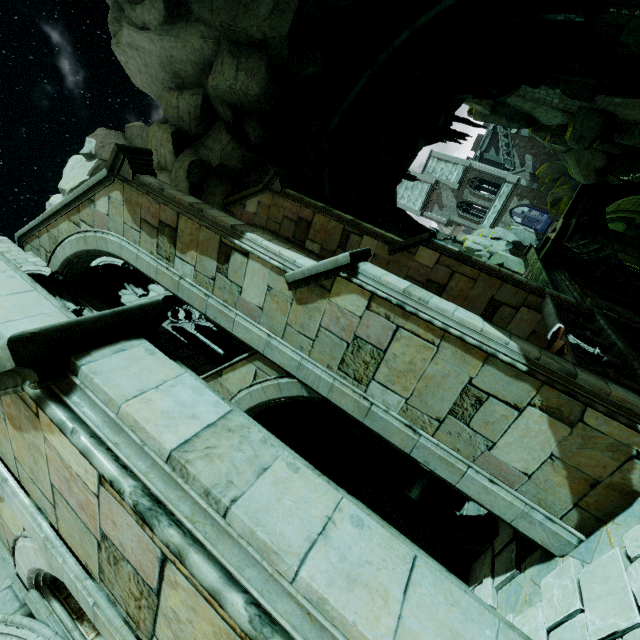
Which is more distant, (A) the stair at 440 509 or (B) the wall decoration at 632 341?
(A) the stair at 440 509

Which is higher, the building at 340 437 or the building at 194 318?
the building at 194 318

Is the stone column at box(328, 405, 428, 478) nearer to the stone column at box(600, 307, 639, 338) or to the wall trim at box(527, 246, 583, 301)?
the wall trim at box(527, 246, 583, 301)

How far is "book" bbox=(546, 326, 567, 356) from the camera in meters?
5.4

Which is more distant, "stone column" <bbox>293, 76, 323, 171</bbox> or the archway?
"stone column" <bbox>293, 76, 323, 171</bbox>

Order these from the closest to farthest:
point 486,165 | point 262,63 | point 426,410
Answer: point 426,410
point 262,63
point 486,165

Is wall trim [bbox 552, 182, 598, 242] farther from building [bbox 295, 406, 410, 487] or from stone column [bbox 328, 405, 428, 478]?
stone column [bbox 328, 405, 428, 478]

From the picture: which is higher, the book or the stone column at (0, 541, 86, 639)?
the stone column at (0, 541, 86, 639)
